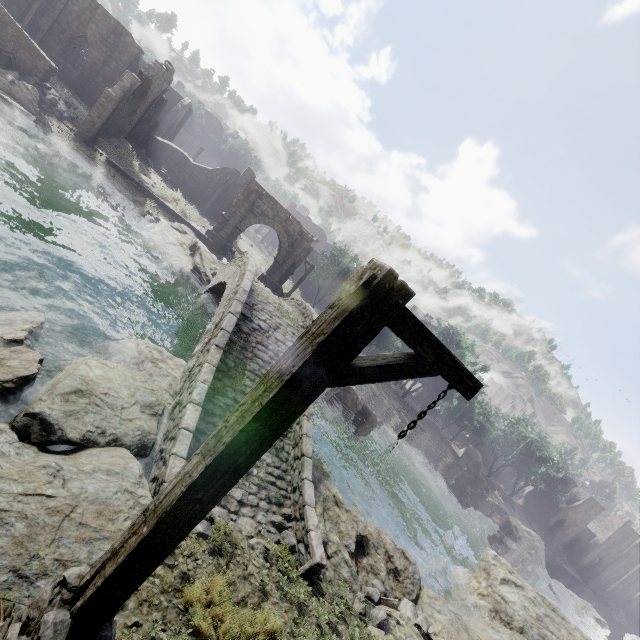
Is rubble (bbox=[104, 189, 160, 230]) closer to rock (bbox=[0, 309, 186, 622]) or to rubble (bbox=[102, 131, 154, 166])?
rubble (bbox=[102, 131, 154, 166])

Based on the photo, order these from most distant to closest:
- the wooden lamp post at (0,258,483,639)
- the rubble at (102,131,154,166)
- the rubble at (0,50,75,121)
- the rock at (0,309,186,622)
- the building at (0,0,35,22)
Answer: the building at (0,0,35,22) < the rubble at (102,131,154,166) < the rubble at (0,50,75,121) < the rock at (0,309,186,622) < the wooden lamp post at (0,258,483,639)

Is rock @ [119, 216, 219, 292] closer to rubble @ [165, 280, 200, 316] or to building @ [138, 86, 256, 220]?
rubble @ [165, 280, 200, 316]

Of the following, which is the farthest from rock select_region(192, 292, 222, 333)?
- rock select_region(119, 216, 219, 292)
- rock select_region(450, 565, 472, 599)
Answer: rock select_region(450, 565, 472, 599)

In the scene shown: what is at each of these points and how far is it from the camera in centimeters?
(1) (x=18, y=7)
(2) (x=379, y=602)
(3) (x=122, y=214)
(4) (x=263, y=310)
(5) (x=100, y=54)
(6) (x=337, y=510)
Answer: (1) building, 2639cm
(2) rubble, 857cm
(3) rubble, 1980cm
(4) bridge, 1311cm
(5) building, 2872cm
(6) rock, 1012cm

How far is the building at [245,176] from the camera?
32.66m

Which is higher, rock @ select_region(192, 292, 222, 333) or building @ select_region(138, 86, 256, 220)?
building @ select_region(138, 86, 256, 220)

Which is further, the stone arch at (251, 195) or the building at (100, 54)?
the building at (100, 54)
